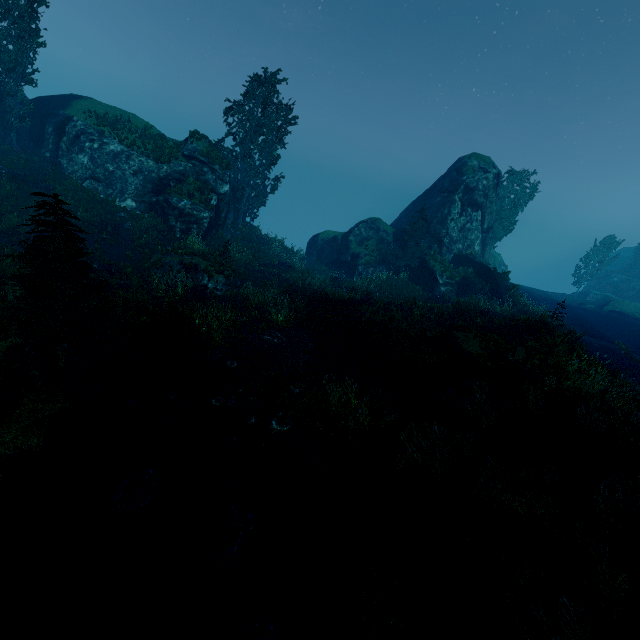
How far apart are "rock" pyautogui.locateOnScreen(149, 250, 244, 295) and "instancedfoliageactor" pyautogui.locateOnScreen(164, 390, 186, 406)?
8.2 meters

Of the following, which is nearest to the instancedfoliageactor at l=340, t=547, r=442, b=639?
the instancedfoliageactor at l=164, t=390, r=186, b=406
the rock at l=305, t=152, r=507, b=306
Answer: the rock at l=305, t=152, r=507, b=306

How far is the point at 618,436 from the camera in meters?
7.2

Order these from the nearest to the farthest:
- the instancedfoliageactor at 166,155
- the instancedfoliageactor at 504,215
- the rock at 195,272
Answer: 1. the rock at 195,272
2. the instancedfoliageactor at 166,155
3. the instancedfoliageactor at 504,215

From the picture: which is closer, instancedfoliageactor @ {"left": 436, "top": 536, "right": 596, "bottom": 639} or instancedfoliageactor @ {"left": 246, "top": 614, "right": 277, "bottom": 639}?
instancedfoliageactor @ {"left": 436, "top": 536, "right": 596, "bottom": 639}

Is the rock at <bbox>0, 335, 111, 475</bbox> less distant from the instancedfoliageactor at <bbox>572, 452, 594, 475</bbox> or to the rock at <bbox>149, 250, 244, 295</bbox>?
the instancedfoliageactor at <bbox>572, 452, 594, 475</bbox>

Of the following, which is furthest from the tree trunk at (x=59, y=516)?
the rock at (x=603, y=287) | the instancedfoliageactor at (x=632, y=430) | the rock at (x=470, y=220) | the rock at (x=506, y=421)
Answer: the rock at (x=603, y=287)

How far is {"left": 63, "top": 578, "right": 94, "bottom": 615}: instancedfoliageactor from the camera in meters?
5.3 m
